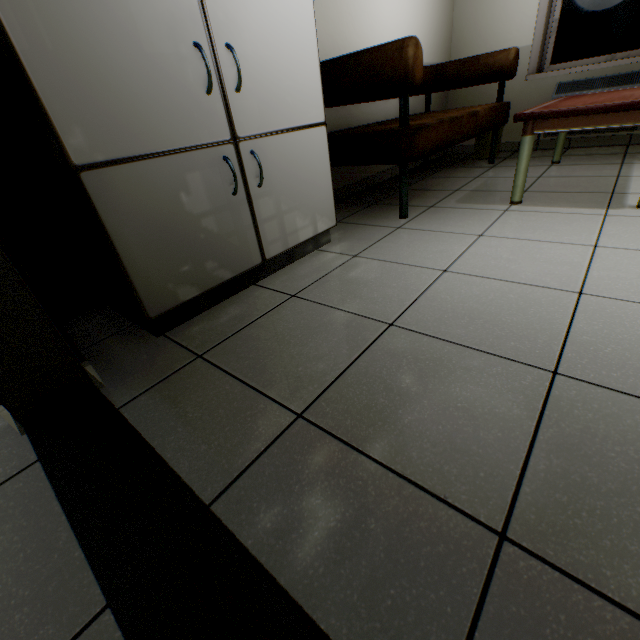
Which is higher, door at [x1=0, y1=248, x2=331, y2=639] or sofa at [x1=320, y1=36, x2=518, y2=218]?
sofa at [x1=320, y1=36, x2=518, y2=218]

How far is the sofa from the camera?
1.76m

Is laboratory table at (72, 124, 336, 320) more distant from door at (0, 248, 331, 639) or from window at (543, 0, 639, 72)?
window at (543, 0, 639, 72)

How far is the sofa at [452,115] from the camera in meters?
1.8 m

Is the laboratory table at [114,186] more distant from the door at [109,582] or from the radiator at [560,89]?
the radiator at [560,89]

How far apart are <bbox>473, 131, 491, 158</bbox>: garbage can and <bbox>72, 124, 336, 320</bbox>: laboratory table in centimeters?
283cm

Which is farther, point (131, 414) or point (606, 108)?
point (606, 108)

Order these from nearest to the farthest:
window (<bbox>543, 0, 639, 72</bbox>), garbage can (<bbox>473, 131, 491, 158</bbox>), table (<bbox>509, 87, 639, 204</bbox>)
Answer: table (<bbox>509, 87, 639, 204</bbox>)
window (<bbox>543, 0, 639, 72</bbox>)
garbage can (<bbox>473, 131, 491, 158</bbox>)
